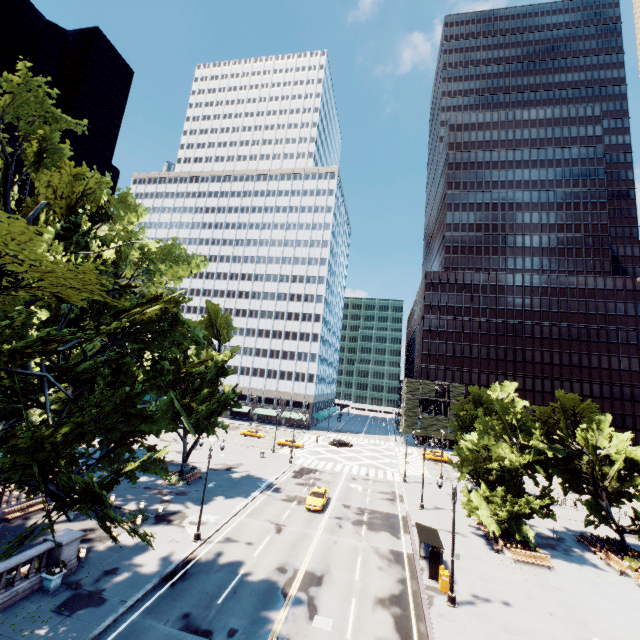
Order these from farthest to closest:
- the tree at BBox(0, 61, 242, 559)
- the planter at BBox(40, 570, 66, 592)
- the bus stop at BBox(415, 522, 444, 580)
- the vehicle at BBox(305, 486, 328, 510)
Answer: the vehicle at BBox(305, 486, 328, 510)
the bus stop at BBox(415, 522, 444, 580)
the planter at BBox(40, 570, 66, 592)
the tree at BBox(0, 61, 242, 559)

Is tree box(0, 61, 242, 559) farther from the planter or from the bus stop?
the bus stop

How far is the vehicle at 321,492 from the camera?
32.3m

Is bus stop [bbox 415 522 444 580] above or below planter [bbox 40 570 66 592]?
above

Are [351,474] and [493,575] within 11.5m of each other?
no

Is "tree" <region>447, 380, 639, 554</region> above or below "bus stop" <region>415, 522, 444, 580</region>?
above

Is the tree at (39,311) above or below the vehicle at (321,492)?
above

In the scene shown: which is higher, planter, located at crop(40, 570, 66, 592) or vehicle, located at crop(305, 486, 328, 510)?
vehicle, located at crop(305, 486, 328, 510)
